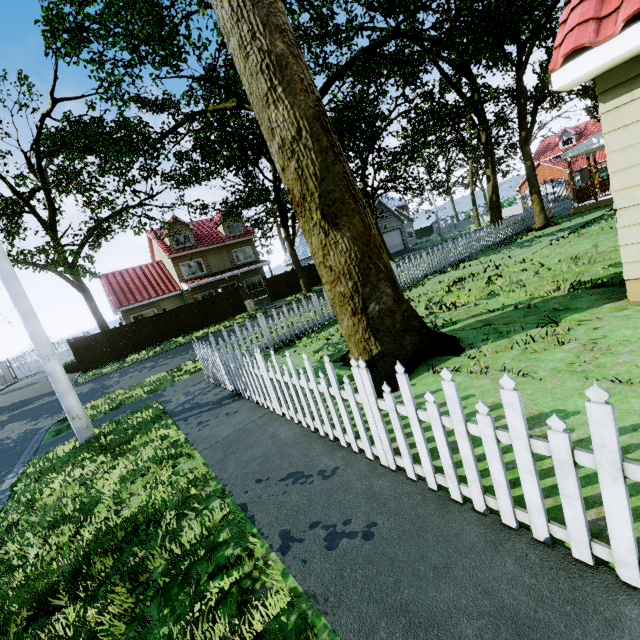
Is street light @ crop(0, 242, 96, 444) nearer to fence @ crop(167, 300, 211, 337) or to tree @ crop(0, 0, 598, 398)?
fence @ crop(167, 300, 211, 337)

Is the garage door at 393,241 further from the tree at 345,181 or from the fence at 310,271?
the fence at 310,271

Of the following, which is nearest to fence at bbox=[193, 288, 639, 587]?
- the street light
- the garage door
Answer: the street light

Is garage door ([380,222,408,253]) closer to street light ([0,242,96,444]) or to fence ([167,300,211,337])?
fence ([167,300,211,337])

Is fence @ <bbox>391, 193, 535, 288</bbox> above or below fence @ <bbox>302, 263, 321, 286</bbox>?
below

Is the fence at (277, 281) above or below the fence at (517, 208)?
below

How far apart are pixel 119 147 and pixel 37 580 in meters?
22.6 m

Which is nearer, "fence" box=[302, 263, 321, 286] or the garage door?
"fence" box=[302, 263, 321, 286]
